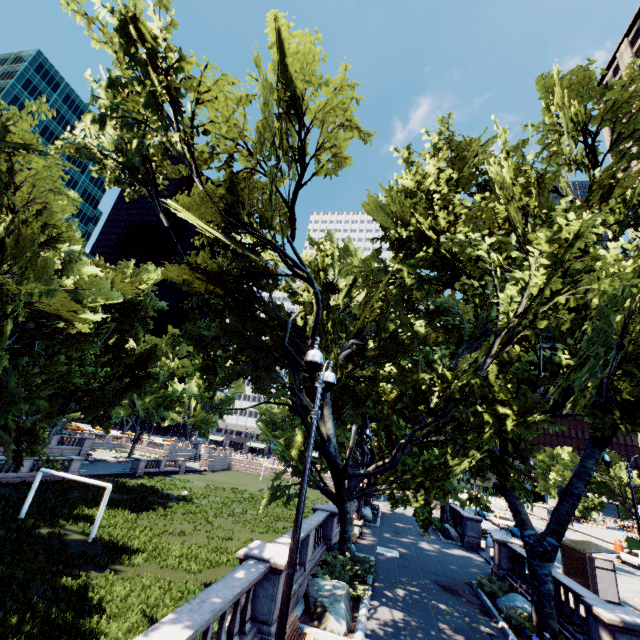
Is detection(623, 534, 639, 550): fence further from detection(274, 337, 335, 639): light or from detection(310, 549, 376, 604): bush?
detection(274, 337, 335, 639): light

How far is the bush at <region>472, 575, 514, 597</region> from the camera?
15.3 meters

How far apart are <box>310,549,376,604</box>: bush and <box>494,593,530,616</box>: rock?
6.40m

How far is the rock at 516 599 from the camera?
13.3m

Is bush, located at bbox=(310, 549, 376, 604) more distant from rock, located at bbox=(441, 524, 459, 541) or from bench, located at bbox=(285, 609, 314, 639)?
rock, located at bbox=(441, 524, 459, 541)

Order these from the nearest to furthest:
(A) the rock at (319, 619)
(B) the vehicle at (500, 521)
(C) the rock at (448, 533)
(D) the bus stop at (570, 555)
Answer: (A) the rock at (319, 619)
(D) the bus stop at (570, 555)
(C) the rock at (448, 533)
(B) the vehicle at (500, 521)

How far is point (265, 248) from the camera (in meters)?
19.28

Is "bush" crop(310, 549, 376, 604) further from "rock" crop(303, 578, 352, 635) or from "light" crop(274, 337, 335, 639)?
"light" crop(274, 337, 335, 639)
